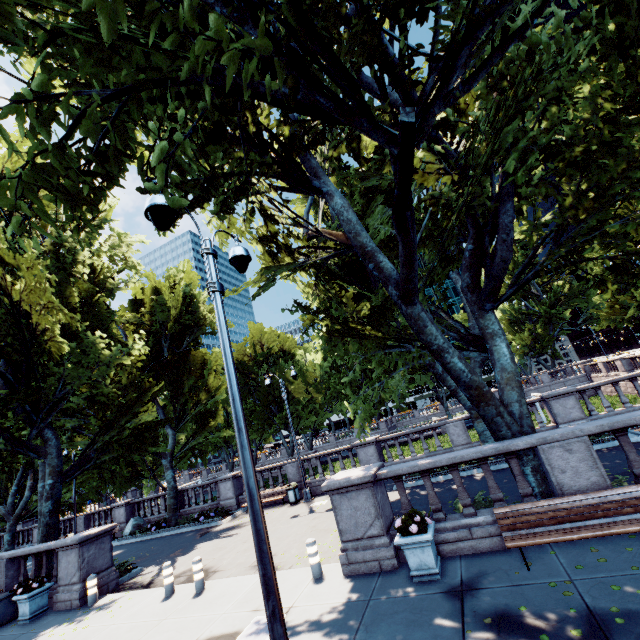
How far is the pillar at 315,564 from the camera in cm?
816

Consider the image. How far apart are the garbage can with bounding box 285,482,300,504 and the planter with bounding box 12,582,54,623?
10.21m

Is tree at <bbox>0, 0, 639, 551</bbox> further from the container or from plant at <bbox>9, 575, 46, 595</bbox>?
plant at <bbox>9, 575, 46, 595</bbox>

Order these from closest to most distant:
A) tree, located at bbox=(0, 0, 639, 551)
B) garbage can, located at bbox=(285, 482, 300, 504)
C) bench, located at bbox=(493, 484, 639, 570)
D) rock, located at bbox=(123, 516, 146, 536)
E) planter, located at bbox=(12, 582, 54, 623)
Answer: tree, located at bbox=(0, 0, 639, 551) < bench, located at bbox=(493, 484, 639, 570) < planter, located at bbox=(12, 582, 54, 623) < garbage can, located at bbox=(285, 482, 300, 504) < rock, located at bbox=(123, 516, 146, 536)

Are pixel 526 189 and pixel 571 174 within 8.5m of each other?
yes

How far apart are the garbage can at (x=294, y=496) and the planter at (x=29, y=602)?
10.21m

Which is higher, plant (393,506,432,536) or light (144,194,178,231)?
light (144,194,178,231)

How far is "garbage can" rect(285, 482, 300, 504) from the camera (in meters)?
18.06
